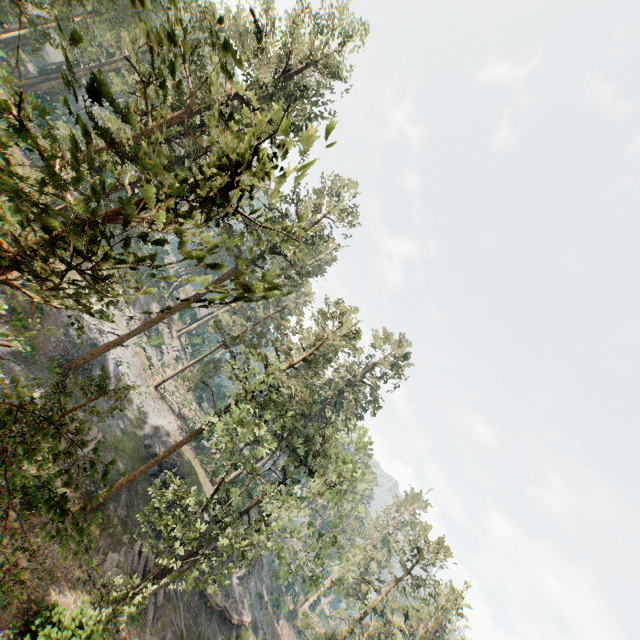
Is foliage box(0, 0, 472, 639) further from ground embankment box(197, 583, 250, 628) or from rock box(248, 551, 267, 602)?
ground embankment box(197, 583, 250, 628)

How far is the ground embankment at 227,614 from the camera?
30.5m

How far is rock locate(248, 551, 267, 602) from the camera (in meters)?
39.73

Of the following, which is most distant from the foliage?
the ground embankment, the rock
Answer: the ground embankment

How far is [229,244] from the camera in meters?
2.4

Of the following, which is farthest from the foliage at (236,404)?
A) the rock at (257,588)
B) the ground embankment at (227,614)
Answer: the ground embankment at (227,614)
